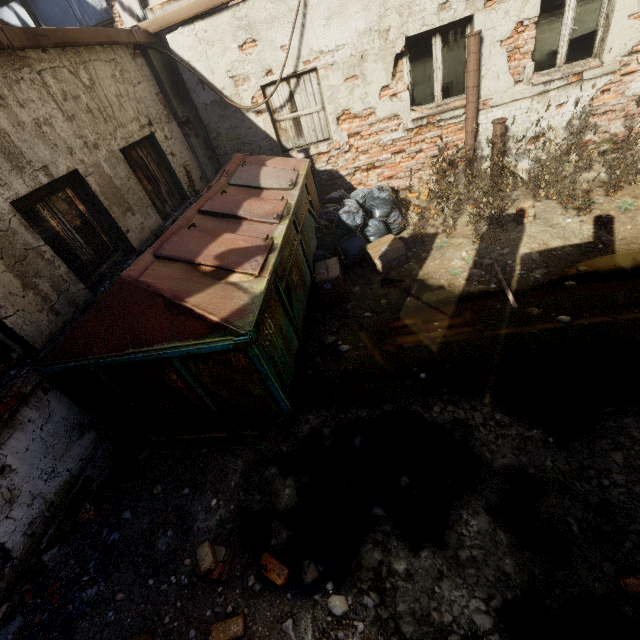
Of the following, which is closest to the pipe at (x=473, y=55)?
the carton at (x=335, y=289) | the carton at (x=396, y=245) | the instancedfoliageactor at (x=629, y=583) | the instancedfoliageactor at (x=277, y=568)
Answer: the carton at (x=396, y=245)

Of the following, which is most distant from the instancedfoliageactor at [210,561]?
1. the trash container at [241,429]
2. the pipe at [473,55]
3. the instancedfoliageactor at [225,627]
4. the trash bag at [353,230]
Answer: the pipe at [473,55]

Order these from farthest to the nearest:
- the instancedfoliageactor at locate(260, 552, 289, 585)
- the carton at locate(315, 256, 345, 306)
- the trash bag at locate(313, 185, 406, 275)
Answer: the trash bag at locate(313, 185, 406, 275) → the carton at locate(315, 256, 345, 306) → the instancedfoliageactor at locate(260, 552, 289, 585)

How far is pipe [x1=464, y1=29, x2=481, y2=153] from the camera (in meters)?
4.86

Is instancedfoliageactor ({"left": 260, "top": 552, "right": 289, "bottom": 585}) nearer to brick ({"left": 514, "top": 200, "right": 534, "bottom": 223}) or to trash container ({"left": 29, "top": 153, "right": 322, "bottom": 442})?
trash container ({"left": 29, "top": 153, "right": 322, "bottom": 442})

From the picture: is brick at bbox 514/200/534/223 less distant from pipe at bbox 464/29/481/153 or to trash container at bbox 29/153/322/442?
pipe at bbox 464/29/481/153

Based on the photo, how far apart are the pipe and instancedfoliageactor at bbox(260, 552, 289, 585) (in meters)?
6.68

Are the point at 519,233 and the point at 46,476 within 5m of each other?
no
